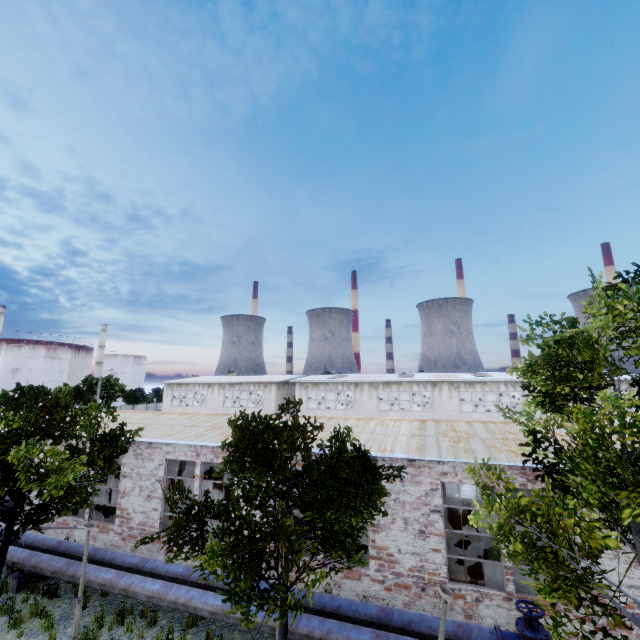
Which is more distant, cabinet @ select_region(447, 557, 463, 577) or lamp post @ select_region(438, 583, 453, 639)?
cabinet @ select_region(447, 557, 463, 577)

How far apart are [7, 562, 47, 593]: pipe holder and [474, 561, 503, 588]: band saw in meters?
16.7 m

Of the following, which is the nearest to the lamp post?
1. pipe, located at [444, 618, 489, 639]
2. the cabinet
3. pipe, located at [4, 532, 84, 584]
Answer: pipe, located at [4, 532, 84, 584]

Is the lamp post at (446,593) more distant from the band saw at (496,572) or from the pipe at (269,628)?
the band saw at (496,572)

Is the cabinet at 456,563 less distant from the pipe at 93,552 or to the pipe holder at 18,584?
the pipe at 93,552

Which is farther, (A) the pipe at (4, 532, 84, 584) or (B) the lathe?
(B) the lathe

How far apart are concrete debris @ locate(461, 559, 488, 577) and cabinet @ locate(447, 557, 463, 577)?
0.0 meters

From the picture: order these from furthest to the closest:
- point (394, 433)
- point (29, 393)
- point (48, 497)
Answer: point (29, 393), point (394, 433), point (48, 497)
